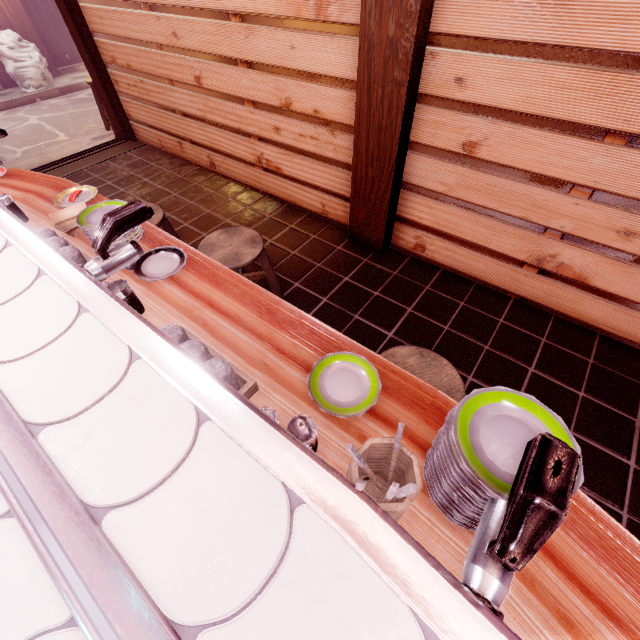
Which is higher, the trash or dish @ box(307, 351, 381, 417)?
dish @ box(307, 351, 381, 417)

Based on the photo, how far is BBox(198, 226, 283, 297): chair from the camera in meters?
4.2

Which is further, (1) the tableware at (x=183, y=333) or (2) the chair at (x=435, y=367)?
(2) the chair at (x=435, y=367)

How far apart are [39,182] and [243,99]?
3.8 meters

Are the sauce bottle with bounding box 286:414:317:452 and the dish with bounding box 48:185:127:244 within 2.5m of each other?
no

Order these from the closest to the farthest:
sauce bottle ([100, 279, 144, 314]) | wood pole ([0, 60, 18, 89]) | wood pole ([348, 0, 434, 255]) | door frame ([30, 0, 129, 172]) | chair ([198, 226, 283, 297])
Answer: sauce bottle ([100, 279, 144, 314]) → wood pole ([348, 0, 434, 255]) → chair ([198, 226, 283, 297]) → door frame ([30, 0, 129, 172]) → wood pole ([0, 60, 18, 89])

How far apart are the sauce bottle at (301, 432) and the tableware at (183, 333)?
0.5m

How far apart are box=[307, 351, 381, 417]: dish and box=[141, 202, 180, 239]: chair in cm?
383
